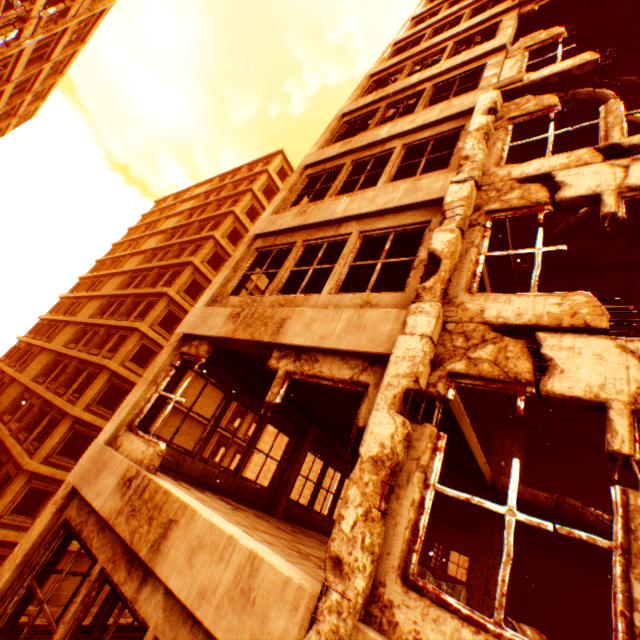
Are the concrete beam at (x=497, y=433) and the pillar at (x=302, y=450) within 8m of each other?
yes

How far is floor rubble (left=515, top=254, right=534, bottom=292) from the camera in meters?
9.6

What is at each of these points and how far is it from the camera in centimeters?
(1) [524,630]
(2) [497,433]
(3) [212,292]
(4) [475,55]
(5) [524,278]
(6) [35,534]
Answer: (1) metal barrel, 461cm
(2) concrete beam, 1161cm
(3) pillar, 705cm
(4) wall corner piece, 825cm
(5) floor rubble, 980cm
(6) pillar, 482cm

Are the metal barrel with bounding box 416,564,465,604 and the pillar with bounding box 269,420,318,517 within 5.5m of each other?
yes

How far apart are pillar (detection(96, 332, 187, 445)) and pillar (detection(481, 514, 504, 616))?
9.4 meters

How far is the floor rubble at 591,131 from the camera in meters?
8.4

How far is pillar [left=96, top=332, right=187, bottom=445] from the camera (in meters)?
5.61

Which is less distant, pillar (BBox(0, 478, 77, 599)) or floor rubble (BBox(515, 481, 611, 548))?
pillar (BBox(0, 478, 77, 599))
